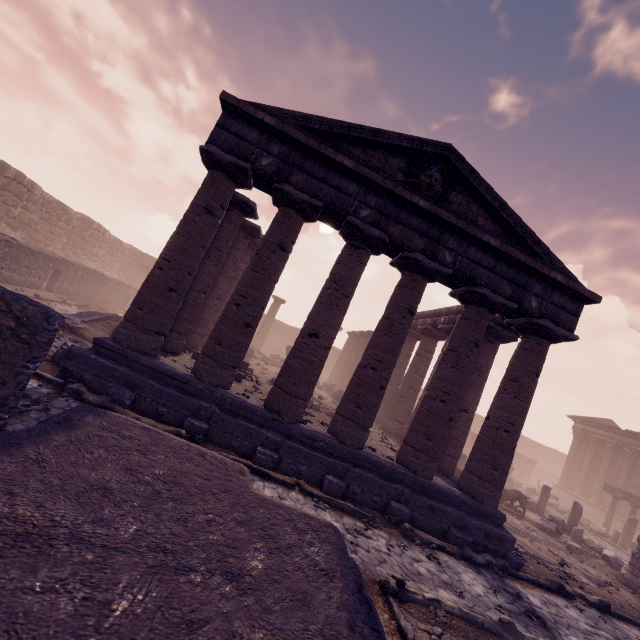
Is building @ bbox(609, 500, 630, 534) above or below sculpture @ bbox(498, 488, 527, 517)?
above

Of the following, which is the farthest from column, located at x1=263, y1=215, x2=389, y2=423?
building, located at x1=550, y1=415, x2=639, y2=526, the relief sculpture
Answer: building, located at x1=550, y1=415, x2=639, y2=526

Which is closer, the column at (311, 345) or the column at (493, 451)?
the column at (311, 345)

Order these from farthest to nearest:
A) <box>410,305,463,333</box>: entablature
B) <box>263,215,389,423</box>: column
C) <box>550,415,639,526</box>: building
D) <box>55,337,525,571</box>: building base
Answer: <box>550,415,639,526</box>: building, <box>410,305,463,333</box>: entablature, <box>263,215,389,423</box>: column, <box>55,337,525,571</box>: building base

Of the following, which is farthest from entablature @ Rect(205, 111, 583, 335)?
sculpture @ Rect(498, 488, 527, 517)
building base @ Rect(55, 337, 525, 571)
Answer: sculpture @ Rect(498, 488, 527, 517)

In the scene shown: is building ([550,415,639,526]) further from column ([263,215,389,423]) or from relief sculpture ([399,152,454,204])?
column ([263,215,389,423])

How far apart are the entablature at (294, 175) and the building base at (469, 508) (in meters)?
5.29

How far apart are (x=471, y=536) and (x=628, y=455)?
25.9m
